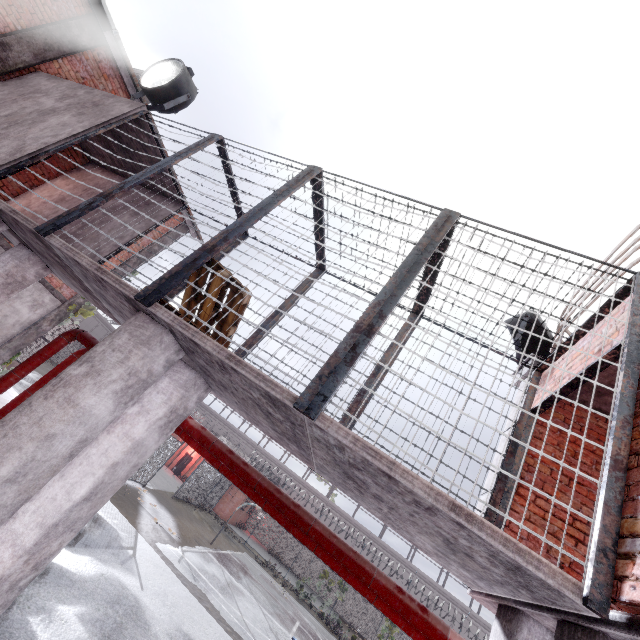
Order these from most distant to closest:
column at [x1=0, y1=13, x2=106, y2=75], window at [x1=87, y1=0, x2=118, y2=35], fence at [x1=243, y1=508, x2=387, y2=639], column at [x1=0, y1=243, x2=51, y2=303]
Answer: fence at [x1=243, y1=508, x2=387, y2=639]
window at [x1=87, y1=0, x2=118, y2=35]
column at [x1=0, y1=13, x2=106, y2=75]
column at [x1=0, y1=243, x2=51, y2=303]

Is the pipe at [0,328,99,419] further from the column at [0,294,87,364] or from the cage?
the column at [0,294,87,364]

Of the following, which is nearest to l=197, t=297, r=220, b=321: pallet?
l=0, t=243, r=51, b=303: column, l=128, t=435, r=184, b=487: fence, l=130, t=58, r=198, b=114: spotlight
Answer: l=0, t=243, r=51, b=303: column

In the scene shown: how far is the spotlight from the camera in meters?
6.2

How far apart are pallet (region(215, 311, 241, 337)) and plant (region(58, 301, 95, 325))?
8.42m

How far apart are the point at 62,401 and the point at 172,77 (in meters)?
7.21

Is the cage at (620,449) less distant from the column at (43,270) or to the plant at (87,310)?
the column at (43,270)

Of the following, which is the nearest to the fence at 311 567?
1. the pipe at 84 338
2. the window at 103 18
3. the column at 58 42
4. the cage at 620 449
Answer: the pipe at 84 338
